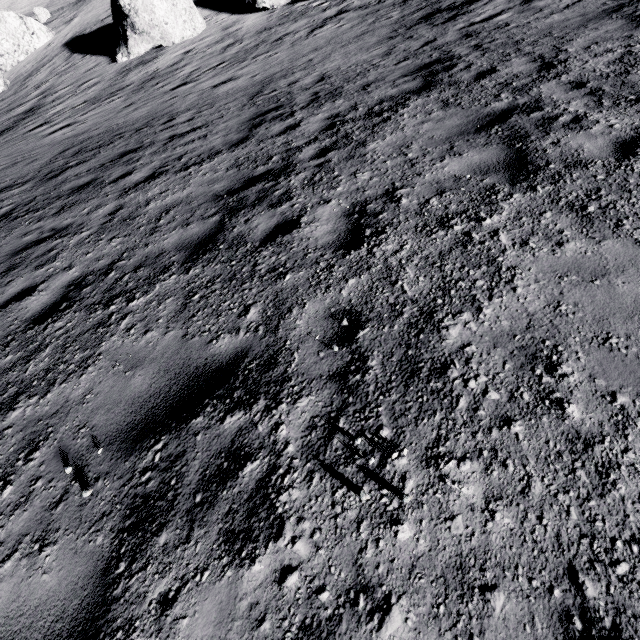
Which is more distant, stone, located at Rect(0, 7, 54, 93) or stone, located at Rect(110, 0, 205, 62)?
stone, located at Rect(0, 7, 54, 93)

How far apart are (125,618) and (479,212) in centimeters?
429cm

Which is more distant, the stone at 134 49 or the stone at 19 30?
the stone at 19 30
